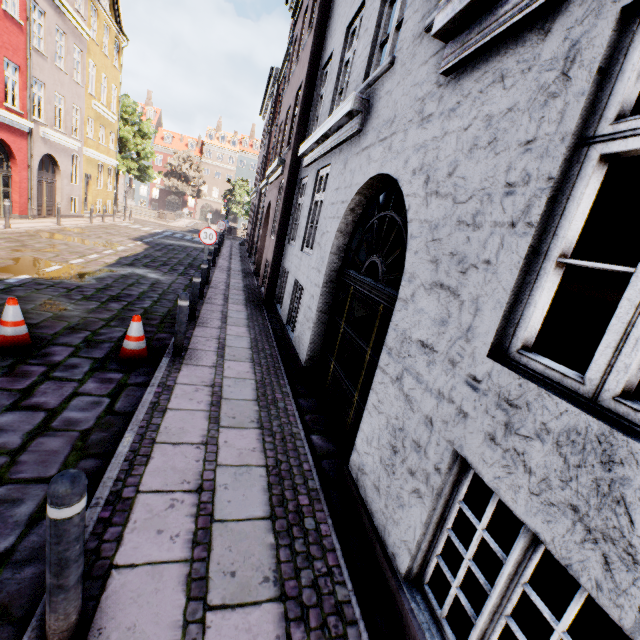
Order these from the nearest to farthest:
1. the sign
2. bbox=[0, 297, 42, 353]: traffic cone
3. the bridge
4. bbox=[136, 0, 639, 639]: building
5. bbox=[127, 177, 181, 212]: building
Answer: bbox=[136, 0, 639, 639]: building, bbox=[0, 297, 42, 353]: traffic cone, the sign, the bridge, bbox=[127, 177, 181, 212]: building

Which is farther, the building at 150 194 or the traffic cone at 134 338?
the building at 150 194

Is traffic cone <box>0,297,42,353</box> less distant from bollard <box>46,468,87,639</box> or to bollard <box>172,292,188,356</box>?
bollard <box>172,292,188,356</box>

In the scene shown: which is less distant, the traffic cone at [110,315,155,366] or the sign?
the traffic cone at [110,315,155,366]

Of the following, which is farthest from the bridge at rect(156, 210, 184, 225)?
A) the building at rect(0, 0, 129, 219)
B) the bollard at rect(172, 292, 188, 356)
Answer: the bollard at rect(172, 292, 188, 356)

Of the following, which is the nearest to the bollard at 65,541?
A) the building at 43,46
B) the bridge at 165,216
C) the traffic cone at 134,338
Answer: the building at 43,46

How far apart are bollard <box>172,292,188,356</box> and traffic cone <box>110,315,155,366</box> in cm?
28

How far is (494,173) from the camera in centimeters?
209cm
